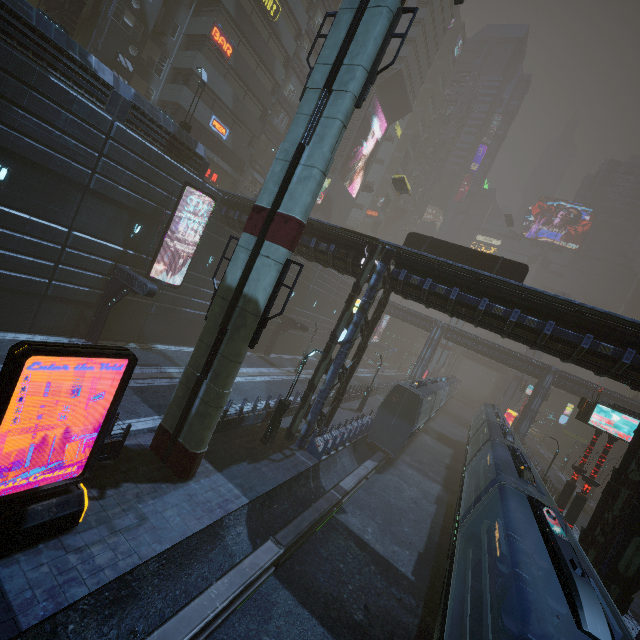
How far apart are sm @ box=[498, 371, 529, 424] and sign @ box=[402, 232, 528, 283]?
47.8m

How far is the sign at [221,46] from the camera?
26.95m

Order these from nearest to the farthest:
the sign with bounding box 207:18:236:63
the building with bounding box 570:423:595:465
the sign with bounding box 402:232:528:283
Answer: the sign with bounding box 402:232:528:283
the sign with bounding box 207:18:236:63
the building with bounding box 570:423:595:465

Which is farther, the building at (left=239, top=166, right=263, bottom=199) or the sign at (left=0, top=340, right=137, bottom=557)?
the building at (left=239, top=166, right=263, bottom=199)

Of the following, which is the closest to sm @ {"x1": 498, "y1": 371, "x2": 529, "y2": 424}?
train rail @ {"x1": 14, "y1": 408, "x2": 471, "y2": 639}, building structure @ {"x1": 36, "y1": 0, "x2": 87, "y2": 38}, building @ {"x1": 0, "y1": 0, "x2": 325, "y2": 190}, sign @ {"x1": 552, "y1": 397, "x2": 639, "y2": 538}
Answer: train rail @ {"x1": 14, "y1": 408, "x2": 471, "y2": 639}

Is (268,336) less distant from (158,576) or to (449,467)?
(449,467)

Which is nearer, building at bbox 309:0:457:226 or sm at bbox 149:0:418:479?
sm at bbox 149:0:418:479

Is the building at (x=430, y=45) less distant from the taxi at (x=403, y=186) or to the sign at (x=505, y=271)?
the sign at (x=505, y=271)
